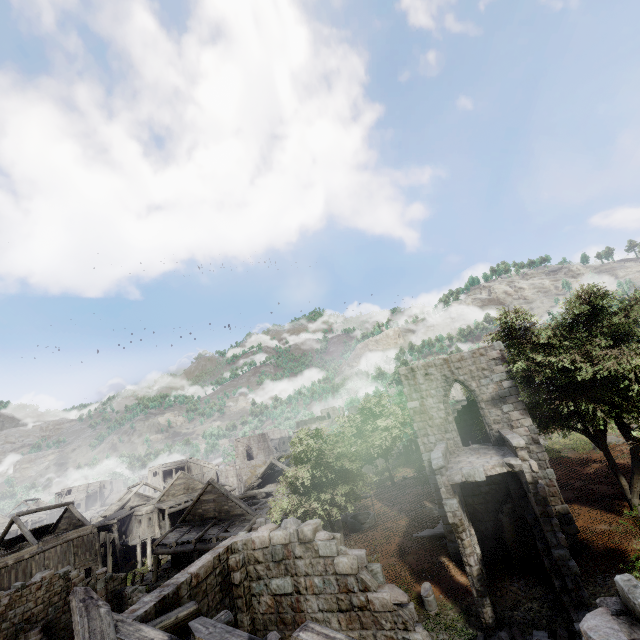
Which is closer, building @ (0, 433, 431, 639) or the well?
building @ (0, 433, 431, 639)

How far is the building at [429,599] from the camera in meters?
13.8 m

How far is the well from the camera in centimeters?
2228cm

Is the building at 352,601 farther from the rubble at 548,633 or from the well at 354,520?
the well at 354,520

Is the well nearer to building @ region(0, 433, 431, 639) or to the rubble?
building @ region(0, 433, 431, 639)

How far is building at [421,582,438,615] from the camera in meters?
13.8

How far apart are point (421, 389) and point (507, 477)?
5.97m

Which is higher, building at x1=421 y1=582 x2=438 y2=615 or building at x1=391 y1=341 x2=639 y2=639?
building at x1=391 y1=341 x2=639 y2=639
